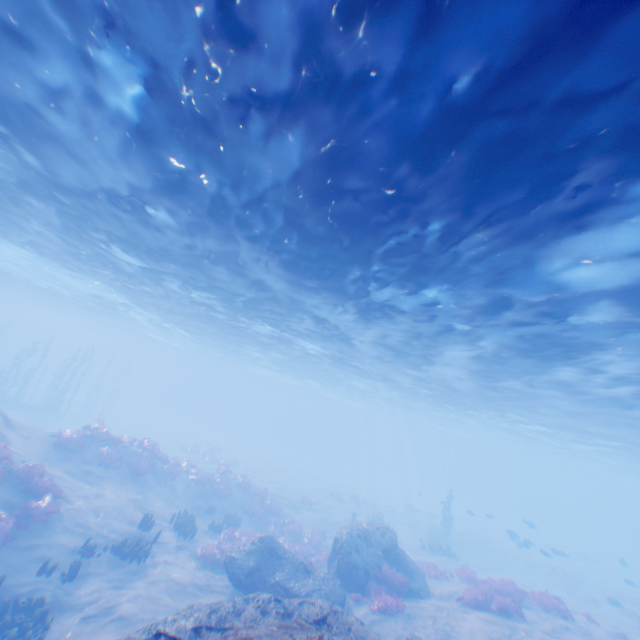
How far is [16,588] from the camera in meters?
10.2

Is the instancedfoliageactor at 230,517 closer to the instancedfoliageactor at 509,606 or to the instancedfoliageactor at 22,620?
the instancedfoliageactor at 509,606

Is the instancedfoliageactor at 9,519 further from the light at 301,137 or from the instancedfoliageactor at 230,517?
the light at 301,137

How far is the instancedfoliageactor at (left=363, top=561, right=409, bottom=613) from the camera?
12.1m

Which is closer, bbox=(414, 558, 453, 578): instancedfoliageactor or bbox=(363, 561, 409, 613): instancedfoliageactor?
bbox=(363, 561, 409, 613): instancedfoliageactor

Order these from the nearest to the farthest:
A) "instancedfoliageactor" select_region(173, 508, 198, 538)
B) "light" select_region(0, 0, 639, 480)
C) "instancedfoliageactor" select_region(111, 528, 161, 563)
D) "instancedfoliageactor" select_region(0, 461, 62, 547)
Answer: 1. "light" select_region(0, 0, 639, 480)
2. "instancedfoliageactor" select_region(0, 461, 62, 547)
3. "instancedfoliageactor" select_region(111, 528, 161, 563)
4. "instancedfoliageactor" select_region(173, 508, 198, 538)

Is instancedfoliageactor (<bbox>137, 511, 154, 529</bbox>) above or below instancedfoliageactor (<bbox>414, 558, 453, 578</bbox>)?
below
